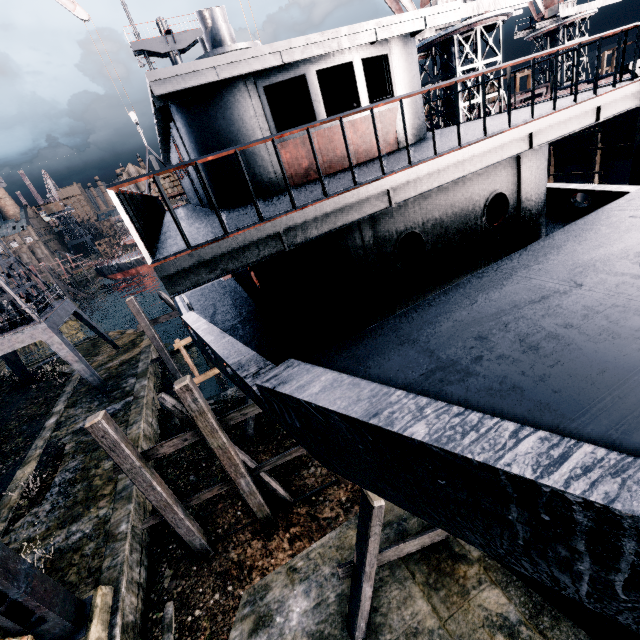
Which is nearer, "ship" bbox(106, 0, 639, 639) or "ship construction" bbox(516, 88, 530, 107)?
"ship" bbox(106, 0, 639, 639)

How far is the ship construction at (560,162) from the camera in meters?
22.4 m

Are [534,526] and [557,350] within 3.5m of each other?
yes

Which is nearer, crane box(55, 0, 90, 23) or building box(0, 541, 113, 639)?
building box(0, 541, 113, 639)

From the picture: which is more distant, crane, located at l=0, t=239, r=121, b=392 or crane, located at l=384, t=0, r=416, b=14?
crane, located at l=0, t=239, r=121, b=392

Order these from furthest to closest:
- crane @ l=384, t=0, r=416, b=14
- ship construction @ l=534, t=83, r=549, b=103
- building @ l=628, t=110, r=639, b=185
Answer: ship construction @ l=534, t=83, r=549, b=103, crane @ l=384, t=0, r=416, b=14, building @ l=628, t=110, r=639, b=185

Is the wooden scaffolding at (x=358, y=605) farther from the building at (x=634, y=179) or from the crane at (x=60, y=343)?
the building at (x=634, y=179)
